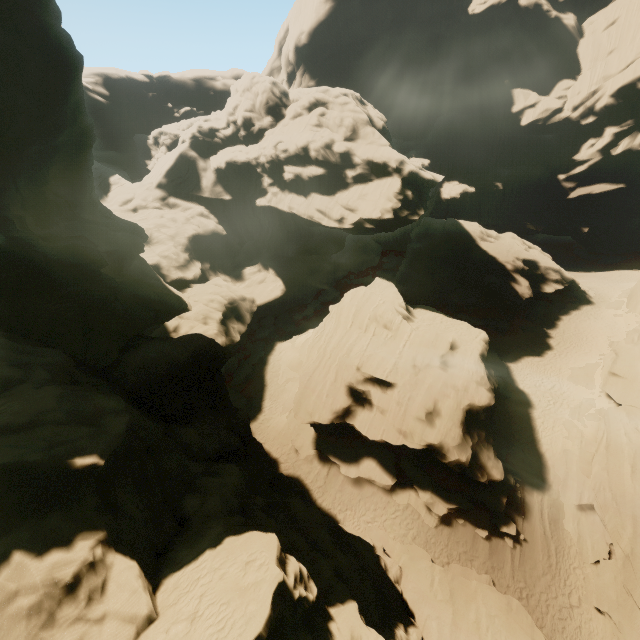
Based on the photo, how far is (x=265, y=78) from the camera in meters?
46.7 m

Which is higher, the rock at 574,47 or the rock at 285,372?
the rock at 574,47

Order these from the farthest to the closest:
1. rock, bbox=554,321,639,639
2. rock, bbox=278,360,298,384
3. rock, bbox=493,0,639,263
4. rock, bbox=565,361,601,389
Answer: rock, bbox=493,0,639,263 < rock, bbox=278,360,298,384 < rock, bbox=565,361,601,389 < rock, bbox=554,321,639,639

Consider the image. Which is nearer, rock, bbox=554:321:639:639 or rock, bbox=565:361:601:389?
rock, bbox=554:321:639:639

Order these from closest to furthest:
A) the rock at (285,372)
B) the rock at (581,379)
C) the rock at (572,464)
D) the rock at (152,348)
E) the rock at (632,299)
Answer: the rock at (152,348)
the rock at (572,464)
the rock at (581,379)
the rock at (285,372)
the rock at (632,299)

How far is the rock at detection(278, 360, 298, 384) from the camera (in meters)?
32.50
